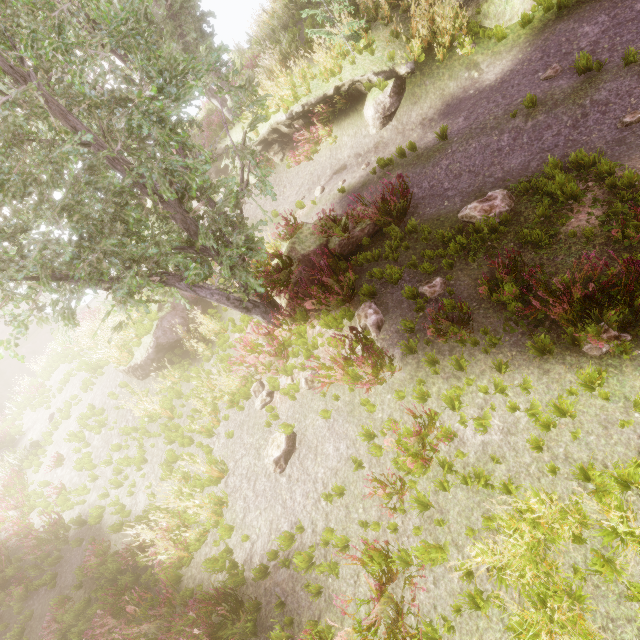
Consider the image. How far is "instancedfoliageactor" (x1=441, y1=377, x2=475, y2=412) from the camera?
5.23m

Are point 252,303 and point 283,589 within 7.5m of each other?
yes

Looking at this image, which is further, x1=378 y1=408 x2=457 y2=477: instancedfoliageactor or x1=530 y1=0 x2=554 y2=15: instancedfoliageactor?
x1=530 y1=0 x2=554 y2=15: instancedfoliageactor

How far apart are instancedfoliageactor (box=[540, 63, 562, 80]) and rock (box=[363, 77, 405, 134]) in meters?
4.0

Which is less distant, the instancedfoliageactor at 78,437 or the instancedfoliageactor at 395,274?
the instancedfoliageactor at 395,274

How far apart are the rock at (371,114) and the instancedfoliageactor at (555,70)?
4.0m
